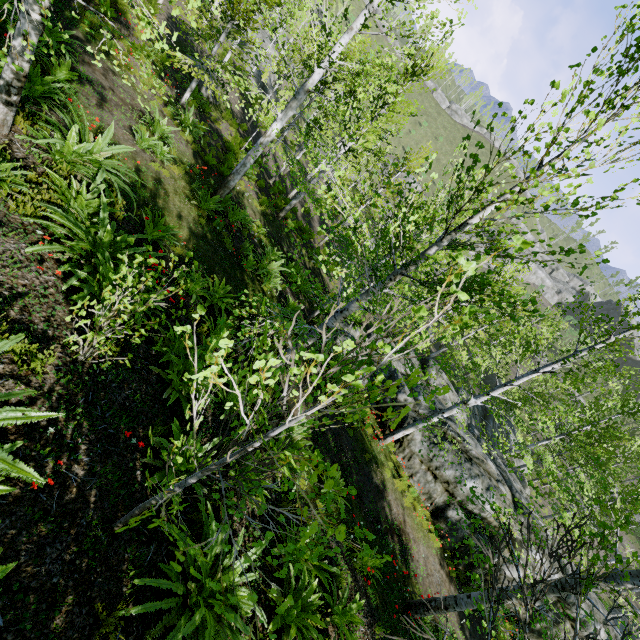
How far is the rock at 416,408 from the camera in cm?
1234

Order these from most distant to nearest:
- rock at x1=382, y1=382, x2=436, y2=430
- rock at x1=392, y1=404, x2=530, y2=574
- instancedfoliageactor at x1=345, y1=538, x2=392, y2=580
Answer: rock at x1=382, y1=382, x2=436, y2=430, rock at x1=392, y1=404, x2=530, y2=574, instancedfoliageactor at x1=345, y1=538, x2=392, y2=580

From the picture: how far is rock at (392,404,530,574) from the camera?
10.9 meters

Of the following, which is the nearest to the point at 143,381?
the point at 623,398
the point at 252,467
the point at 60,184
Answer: the point at 252,467

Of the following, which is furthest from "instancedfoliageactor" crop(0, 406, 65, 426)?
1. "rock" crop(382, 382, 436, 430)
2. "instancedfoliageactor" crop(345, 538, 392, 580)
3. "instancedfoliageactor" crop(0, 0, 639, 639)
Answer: "rock" crop(382, 382, 436, 430)

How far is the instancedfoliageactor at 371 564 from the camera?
2.1 meters

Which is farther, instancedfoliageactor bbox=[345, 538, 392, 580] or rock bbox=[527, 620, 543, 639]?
rock bbox=[527, 620, 543, 639]
